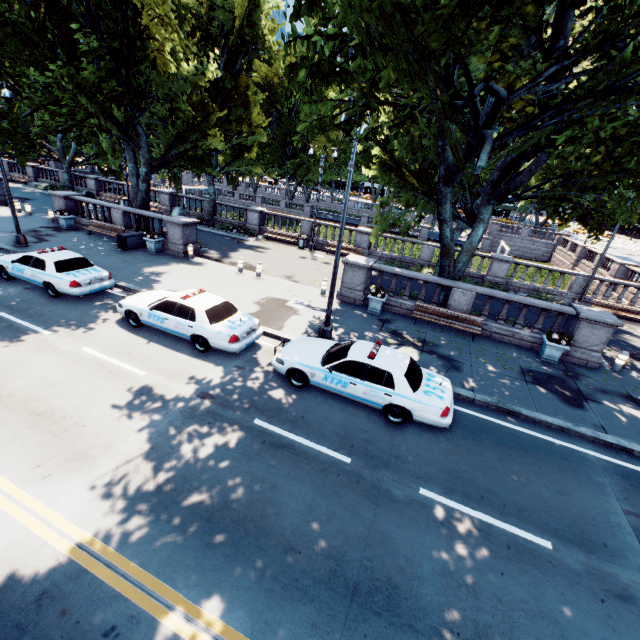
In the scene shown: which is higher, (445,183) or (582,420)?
(445,183)

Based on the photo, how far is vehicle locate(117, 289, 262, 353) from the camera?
10.2m

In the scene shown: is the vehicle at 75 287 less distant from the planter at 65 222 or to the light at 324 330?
the planter at 65 222

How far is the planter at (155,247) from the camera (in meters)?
18.86

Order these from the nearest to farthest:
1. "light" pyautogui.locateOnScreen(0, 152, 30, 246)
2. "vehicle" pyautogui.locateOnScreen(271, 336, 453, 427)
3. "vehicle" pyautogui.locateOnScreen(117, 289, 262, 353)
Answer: "vehicle" pyautogui.locateOnScreen(271, 336, 453, 427), "vehicle" pyautogui.locateOnScreen(117, 289, 262, 353), "light" pyautogui.locateOnScreen(0, 152, 30, 246)

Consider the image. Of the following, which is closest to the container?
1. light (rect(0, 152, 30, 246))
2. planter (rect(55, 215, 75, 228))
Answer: light (rect(0, 152, 30, 246))

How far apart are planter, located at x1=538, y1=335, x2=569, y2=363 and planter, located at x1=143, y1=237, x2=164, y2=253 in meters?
20.4 m

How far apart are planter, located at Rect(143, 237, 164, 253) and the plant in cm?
2043
